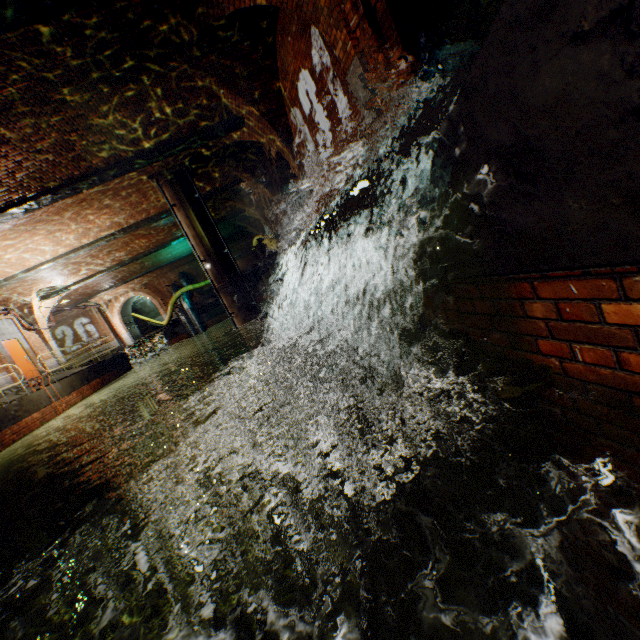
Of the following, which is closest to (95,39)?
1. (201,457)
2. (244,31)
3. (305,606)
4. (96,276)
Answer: (244,31)

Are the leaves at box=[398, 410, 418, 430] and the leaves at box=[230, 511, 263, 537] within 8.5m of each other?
yes

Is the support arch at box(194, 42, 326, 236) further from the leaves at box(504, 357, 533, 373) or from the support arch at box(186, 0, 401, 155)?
the leaves at box(504, 357, 533, 373)

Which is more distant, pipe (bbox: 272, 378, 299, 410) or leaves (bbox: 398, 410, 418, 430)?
pipe (bbox: 272, 378, 299, 410)

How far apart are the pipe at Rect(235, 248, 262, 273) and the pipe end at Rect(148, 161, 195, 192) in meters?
5.9 m

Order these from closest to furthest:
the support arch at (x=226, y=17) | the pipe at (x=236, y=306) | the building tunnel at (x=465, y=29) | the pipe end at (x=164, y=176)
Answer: the support arch at (x=226, y=17) < the building tunnel at (x=465, y=29) < the pipe end at (x=164, y=176) < the pipe at (x=236, y=306)

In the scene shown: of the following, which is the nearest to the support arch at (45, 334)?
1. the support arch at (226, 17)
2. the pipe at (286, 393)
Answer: the support arch at (226, 17)

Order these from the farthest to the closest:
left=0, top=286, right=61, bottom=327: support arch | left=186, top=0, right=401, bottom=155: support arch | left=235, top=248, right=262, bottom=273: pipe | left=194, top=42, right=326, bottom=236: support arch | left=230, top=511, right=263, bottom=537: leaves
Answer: left=235, top=248, right=262, bottom=273: pipe < left=0, top=286, right=61, bottom=327: support arch < left=194, top=42, right=326, bottom=236: support arch < left=186, top=0, right=401, bottom=155: support arch < left=230, top=511, right=263, bottom=537: leaves
